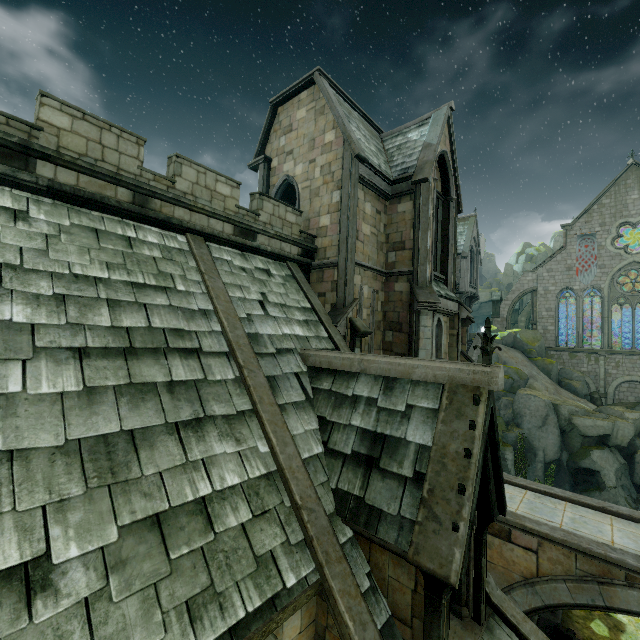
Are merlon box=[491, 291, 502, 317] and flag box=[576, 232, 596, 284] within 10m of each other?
yes

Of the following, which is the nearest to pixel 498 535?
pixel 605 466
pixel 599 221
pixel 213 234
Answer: pixel 213 234

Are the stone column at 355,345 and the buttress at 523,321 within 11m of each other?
no

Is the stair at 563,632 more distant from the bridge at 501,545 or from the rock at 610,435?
the rock at 610,435

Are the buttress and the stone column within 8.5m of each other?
no

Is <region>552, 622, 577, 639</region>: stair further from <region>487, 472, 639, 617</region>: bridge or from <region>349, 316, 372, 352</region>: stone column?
<region>349, 316, 372, 352</region>: stone column

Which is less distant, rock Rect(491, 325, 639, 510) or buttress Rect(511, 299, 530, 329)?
rock Rect(491, 325, 639, 510)

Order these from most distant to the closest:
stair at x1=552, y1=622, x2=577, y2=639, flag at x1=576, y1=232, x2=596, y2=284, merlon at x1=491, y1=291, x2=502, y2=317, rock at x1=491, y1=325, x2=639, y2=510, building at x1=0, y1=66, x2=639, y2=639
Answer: merlon at x1=491, y1=291, x2=502, y2=317, flag at x1=576, y1=232, x2=596, y2=284, rock at x1=491, y1=325, x2=639, y2=510, stair at x1=552, y1=622, x2=577, y2=639, building at x1=0, y1=66, x2=639, y2=639
